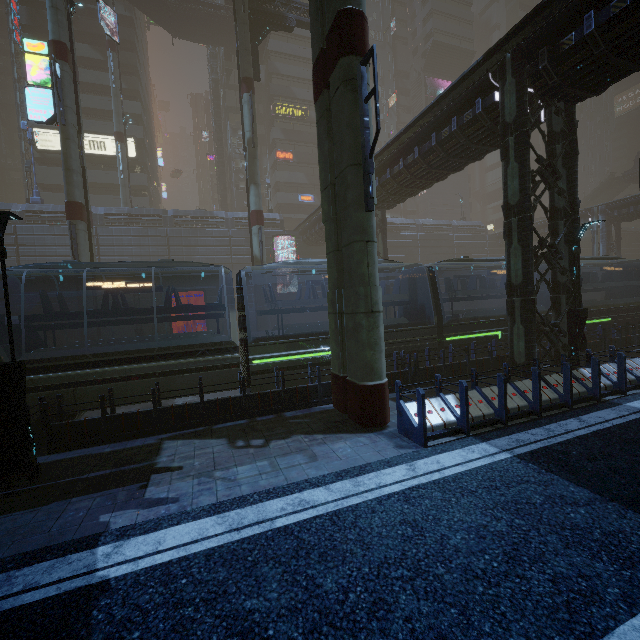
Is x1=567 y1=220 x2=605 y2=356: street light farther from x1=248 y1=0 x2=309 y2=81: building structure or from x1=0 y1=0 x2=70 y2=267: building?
x1=248 y1=0 x2=309 y2=81: building structure

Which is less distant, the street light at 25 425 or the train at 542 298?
the street light at 25 425

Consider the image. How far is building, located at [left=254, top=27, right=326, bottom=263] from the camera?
36.3m

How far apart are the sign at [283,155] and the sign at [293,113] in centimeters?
434cm

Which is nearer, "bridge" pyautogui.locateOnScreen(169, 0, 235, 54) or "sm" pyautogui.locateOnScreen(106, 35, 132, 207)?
"sm" pyautogui.locateOnScreen(106, 35, 132, 207)

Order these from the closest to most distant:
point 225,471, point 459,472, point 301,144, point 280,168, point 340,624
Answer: point 340,624, point 459,472, point 225,471, point 280,168, point 301,144

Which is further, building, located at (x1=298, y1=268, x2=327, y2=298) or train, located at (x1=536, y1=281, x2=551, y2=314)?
building, located at (x1=298, y1=268, x2=327, y2=298)

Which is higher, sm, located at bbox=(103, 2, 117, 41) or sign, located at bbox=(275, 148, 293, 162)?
sm, located at bbox=(103, 2, 117, 41)
